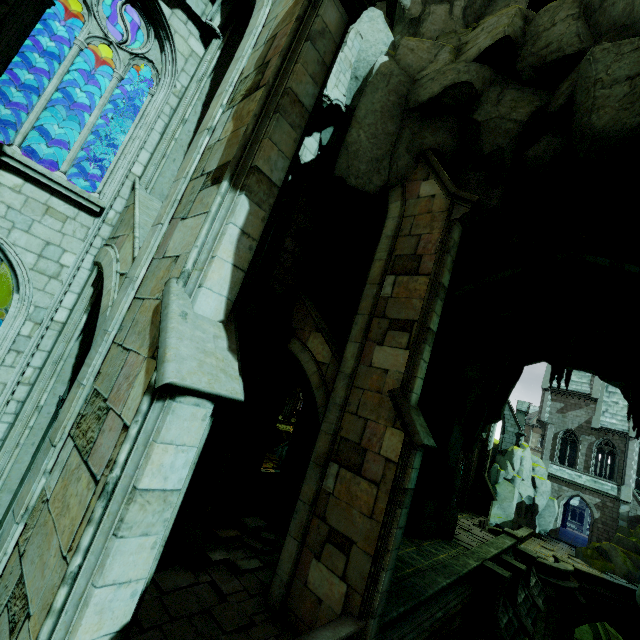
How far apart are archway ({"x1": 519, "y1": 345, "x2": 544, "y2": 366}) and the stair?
18.4 meters

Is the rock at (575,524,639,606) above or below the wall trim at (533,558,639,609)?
above

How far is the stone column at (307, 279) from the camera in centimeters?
1177cm

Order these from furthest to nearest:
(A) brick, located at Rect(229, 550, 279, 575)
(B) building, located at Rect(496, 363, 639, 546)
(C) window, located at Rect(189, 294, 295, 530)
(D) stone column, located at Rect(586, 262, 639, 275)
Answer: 1. (B) building, located at Rect(496, 363, 639, 546)
2. (D) stone column, located at Rect(586, 262, 639, 275)
3. (C) window, located at Rect(189, 294, 295, 530)
4. (A) brick, located at Rect(229, 550, 279, 575)

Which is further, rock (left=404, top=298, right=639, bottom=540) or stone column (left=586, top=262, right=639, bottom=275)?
rock (left=404, top=298, right=639, bottom=540)

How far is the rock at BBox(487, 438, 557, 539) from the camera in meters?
31.8

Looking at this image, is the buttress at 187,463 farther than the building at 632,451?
No

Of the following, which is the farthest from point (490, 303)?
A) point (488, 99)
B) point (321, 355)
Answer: point (321, 355)
